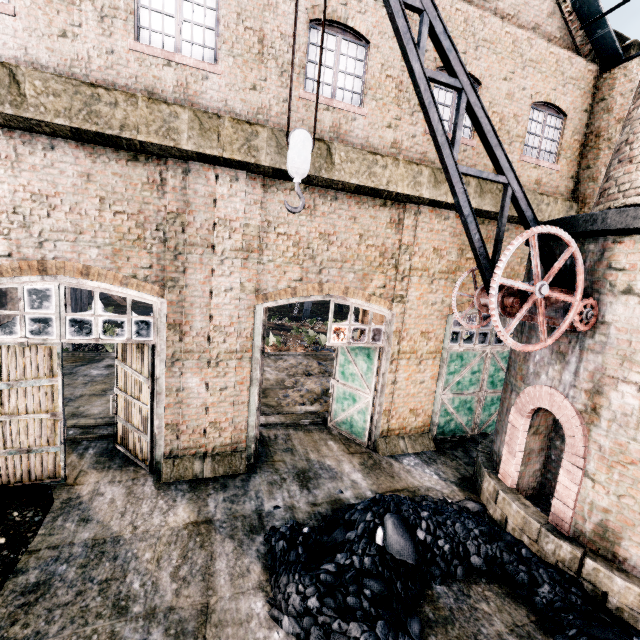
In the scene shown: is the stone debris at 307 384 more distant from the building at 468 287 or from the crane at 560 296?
the crane at 560 296

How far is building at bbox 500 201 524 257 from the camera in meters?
10.7 m

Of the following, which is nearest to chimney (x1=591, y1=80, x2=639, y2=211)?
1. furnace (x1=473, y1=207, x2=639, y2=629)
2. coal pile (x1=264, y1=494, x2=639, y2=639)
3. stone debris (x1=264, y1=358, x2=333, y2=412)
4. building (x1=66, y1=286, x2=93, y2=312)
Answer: furnace (x1=473, y1=207, x2=639, y2=629)

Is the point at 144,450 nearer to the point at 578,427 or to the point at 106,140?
the point at 106,140

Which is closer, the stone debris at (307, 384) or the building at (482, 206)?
the building at (482, 206)

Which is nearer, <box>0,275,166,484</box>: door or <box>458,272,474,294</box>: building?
<box>0,275,166,484</box>: door

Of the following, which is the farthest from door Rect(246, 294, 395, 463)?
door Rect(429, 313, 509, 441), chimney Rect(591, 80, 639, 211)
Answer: chimney Rect(591, 80, 639, 211)
